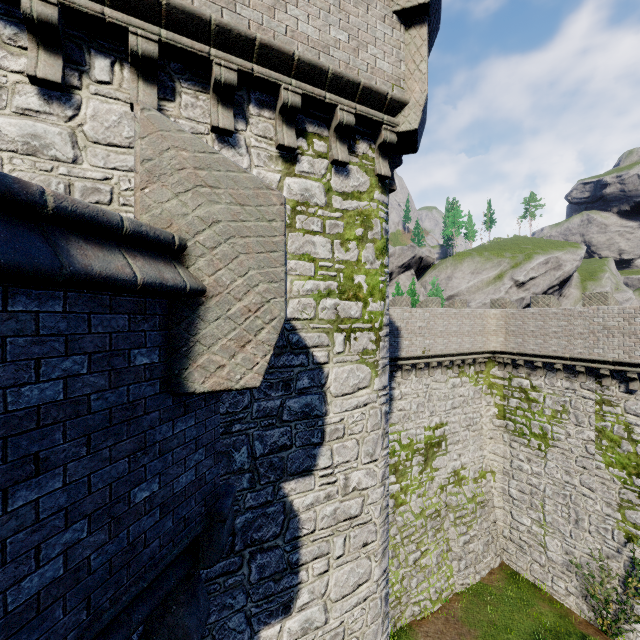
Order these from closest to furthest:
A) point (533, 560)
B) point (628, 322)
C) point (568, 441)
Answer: point (628, 322) < point (568, 441) < point (533, 560)
